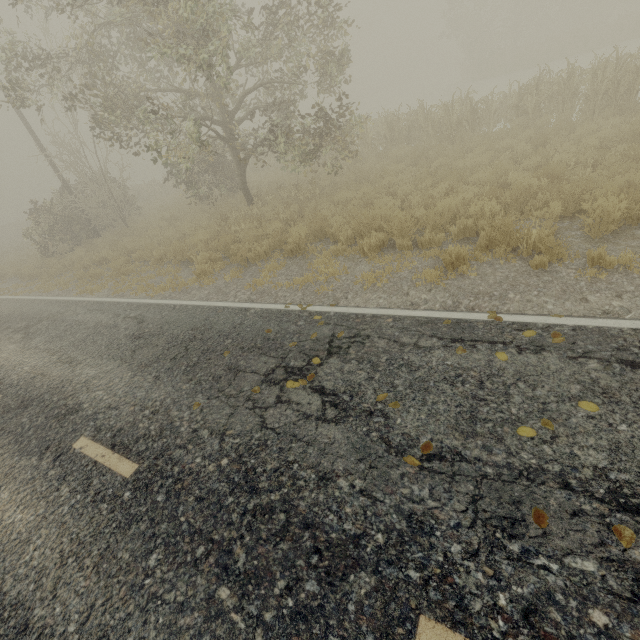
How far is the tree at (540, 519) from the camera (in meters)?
2.41

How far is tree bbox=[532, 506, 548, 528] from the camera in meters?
2.4 m

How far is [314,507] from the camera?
3.0m
